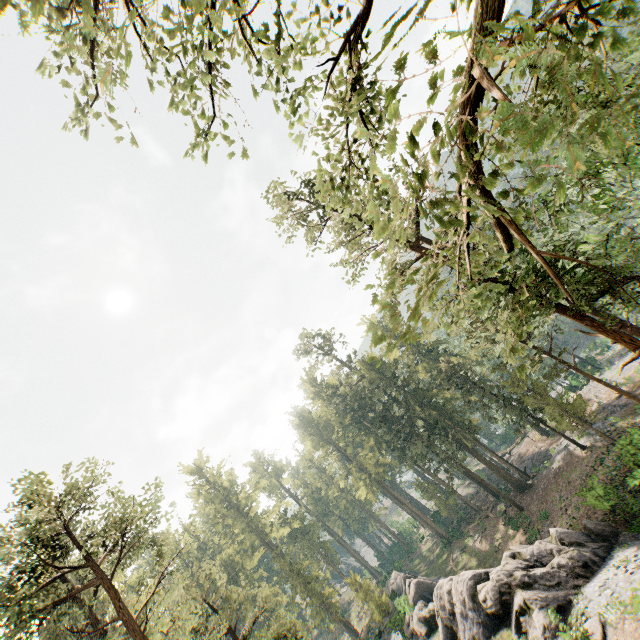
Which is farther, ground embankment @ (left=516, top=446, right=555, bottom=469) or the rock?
ground embankment @ (left=516, top=446, right=555, bottom=469)

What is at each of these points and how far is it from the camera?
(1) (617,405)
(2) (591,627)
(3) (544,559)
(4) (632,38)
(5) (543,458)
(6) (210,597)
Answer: (1) ground embankment, 33.8 meters
(2) foliage, 15.4 meters
(3) rock, 21.5 meters
(4) foliage, 6.2 meters
(5) ground embankment, 41.3 meters
(6) foliage, 24.4 meters

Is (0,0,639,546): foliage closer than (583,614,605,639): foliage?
Yes

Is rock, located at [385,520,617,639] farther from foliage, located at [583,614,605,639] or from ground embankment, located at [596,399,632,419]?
ground embankment, located at [596,399,632,419]

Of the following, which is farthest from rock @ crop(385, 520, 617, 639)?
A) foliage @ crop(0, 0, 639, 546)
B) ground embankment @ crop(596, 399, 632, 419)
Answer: ground embankment @ crop(596, 399, 632, 419)

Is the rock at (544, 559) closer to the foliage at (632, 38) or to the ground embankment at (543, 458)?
the foliage at (632, 38)

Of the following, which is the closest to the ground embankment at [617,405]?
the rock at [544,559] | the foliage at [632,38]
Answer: the foliage at [632,38]
